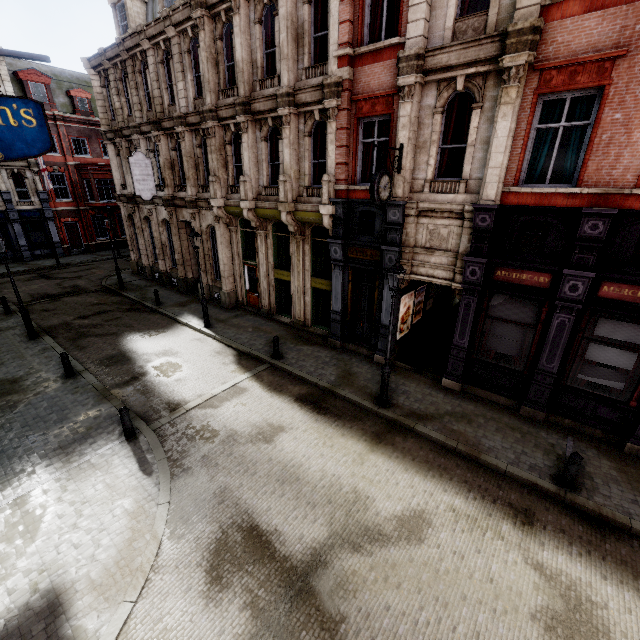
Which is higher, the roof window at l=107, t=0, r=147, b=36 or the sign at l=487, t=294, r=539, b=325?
the roof window at l=107, t=0, r=147, b=36

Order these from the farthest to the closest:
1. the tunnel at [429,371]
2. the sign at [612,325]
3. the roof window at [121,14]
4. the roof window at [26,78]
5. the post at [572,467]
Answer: the roof window at [26,78] < the roof window at [121,14] < the tunnel at [429,371] < the sign at [612,325] < the post at [572,467]

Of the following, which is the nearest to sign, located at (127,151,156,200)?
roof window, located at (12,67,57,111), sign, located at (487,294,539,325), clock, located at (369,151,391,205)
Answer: clock, located at (369,151,391,205)

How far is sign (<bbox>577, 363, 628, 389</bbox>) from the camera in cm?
873

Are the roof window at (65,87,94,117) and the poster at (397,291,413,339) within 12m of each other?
no

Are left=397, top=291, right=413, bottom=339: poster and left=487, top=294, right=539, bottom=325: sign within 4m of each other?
yes

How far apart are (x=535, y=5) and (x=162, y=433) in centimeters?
1456cm

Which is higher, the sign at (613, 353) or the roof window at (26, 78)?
the roof window at (26, 78)
